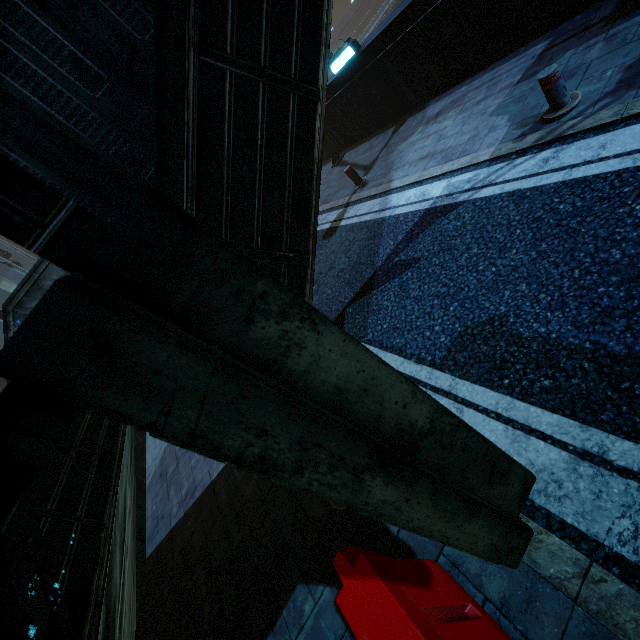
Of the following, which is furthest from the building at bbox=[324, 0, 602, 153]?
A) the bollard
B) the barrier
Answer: the barrier

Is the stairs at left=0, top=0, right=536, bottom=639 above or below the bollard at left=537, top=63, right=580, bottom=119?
above

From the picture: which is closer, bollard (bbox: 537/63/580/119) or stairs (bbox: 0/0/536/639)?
stairs (bbox: 0/0/536/639)

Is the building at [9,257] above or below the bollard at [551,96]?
above

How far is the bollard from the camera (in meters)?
4.27

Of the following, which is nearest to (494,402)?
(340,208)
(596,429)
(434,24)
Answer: (596,429)

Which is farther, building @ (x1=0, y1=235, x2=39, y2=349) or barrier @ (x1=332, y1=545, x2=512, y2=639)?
building @ (x1=0, y1=235, x2=39, y2=349)

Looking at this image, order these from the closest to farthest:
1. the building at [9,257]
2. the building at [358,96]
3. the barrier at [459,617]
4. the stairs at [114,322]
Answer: the stairs at [114,322] < the barrier at [459,617] < the building at [358,96] < the building at [9,257]
